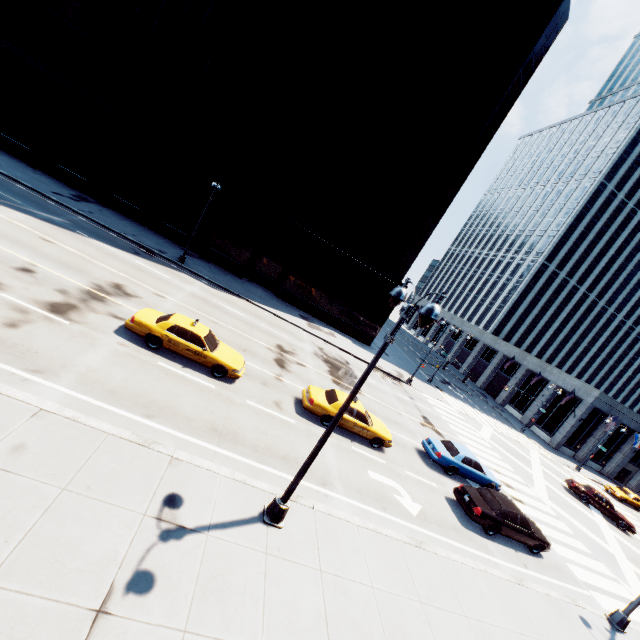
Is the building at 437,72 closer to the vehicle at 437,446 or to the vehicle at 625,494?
the vehicle at 437,446

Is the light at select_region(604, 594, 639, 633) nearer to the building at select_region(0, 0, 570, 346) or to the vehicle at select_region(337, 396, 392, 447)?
the vehicle at select_region(337, 396, 392, 447)

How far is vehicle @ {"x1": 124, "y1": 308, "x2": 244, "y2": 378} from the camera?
13.3 meters

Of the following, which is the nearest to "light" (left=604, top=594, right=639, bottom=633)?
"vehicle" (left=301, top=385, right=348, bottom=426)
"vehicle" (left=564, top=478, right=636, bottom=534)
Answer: "vehicle" (left=301, top=385, right=348, bottom=426)

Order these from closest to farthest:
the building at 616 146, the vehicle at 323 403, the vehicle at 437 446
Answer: the vehicle at 437 446 < the vehicle at 323 403 < the building at 616 146

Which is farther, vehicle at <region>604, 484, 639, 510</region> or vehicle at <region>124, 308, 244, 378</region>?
vehicle at <region>604, 484, 639, 510</region>

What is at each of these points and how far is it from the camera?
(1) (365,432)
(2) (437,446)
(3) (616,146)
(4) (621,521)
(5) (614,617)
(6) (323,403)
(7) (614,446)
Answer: (1) vehicle, 15.9m
(2) vehicle, 18.4m
(3) building, 58.6m
(4) vehicle, 26.8m
(5) light, 13.4m
(6) vehicle, 15.4m
(7) building, 46.6m

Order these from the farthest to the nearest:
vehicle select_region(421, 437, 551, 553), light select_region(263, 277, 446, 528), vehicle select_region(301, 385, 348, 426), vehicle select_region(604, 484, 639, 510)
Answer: vehicle select_region(604, 484, 639, 510) < vehicle select_region(301, 385, 348, 426) < vehicle select_region(421, 437, 551, 553) < light select_region(263, 277, 446, 528)
